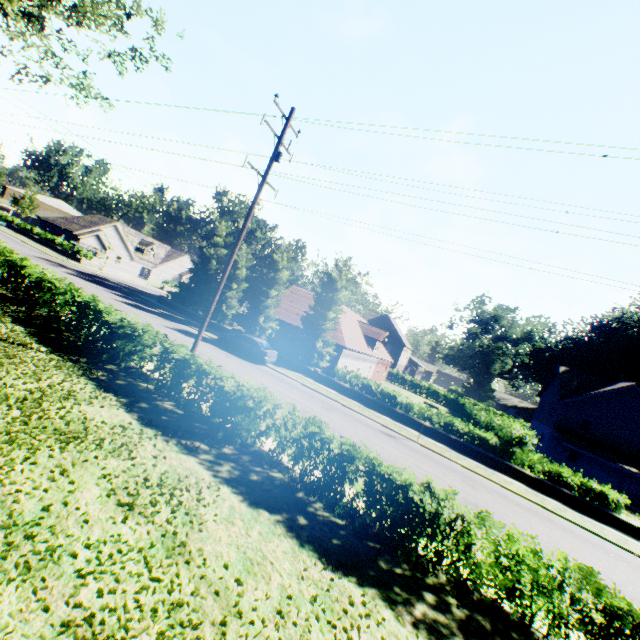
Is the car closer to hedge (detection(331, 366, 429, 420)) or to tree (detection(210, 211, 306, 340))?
tree (detection(210, 211, 306, 340))

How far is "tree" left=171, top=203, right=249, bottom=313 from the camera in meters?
33.6

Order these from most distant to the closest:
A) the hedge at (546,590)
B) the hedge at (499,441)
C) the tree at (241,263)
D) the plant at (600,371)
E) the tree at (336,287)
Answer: the plant at (600,371)
the tree at (241,263)
the tree at (336,287)
the hedge at (499,441)
the hedge at (546,590)

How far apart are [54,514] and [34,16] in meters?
21.0

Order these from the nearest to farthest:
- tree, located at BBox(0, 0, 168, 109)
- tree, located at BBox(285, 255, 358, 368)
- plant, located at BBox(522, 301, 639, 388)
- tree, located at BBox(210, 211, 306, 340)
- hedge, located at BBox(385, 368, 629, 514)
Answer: tree, located at BBox(0, 0, 168, 109) → hedge, located at BBox(385, 368, 629, 514) → tree, located at BBox(285, 255, 358, 368) → tree, located at BBox(210, 211, 306, 340) → plant, located at BBox(522, 301, 639, 388)

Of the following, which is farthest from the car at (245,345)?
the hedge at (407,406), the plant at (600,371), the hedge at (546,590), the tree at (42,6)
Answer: the plant at (600,371)

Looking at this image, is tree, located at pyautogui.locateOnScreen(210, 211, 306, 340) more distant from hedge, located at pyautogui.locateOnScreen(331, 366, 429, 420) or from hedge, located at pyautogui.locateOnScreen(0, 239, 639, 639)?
hedge, located at pyautogui.locateOnScreen(0, 239, 639, 639)

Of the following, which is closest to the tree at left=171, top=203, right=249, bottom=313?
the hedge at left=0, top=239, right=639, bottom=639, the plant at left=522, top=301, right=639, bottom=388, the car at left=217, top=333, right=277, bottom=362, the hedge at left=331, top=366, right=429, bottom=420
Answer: the hedge at left=331, top=366, right=429, bottom=420
